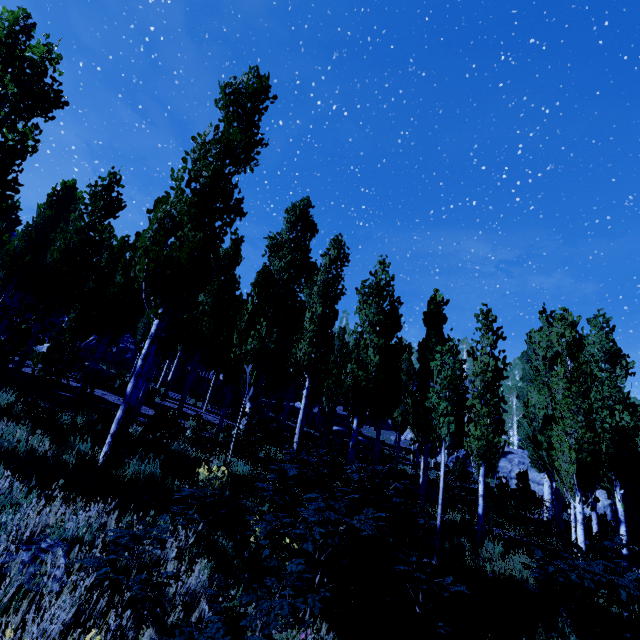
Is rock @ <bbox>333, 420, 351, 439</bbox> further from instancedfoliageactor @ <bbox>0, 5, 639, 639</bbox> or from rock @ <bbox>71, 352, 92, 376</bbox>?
rock @ <bbox>71, 352, 92, 376</bbox>

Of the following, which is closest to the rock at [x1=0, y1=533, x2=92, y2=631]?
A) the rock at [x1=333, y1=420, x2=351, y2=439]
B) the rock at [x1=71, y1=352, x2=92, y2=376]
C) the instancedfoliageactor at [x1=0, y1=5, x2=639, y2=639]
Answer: the instancedfoliageactor at [x1=0, y1=5, x2=639, y2=639]

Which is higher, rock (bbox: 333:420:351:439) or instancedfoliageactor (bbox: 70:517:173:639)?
rock (bbox: 333:420:351:439)

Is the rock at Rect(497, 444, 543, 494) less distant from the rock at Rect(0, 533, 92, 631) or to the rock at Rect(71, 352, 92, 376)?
the rock at Rect(71, 352, 92, 376)

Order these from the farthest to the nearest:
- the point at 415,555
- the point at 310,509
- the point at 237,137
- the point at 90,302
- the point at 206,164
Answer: the point at 90,302, the point at 237,137, the point at 206,164, the point at 415,555, the point at 310,509

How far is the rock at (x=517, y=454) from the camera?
30.2 meters

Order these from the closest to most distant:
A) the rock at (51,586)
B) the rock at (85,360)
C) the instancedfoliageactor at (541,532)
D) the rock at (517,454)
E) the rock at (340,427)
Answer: the rock at (51,586) → the instancedfoliageactor at (541,532) → the rock at (85,360) → the rock at (517,454) → the rock at (340,427)

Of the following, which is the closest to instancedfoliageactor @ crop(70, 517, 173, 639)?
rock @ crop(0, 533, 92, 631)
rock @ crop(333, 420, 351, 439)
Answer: rock @ crop(333, 420, 351, 439)
